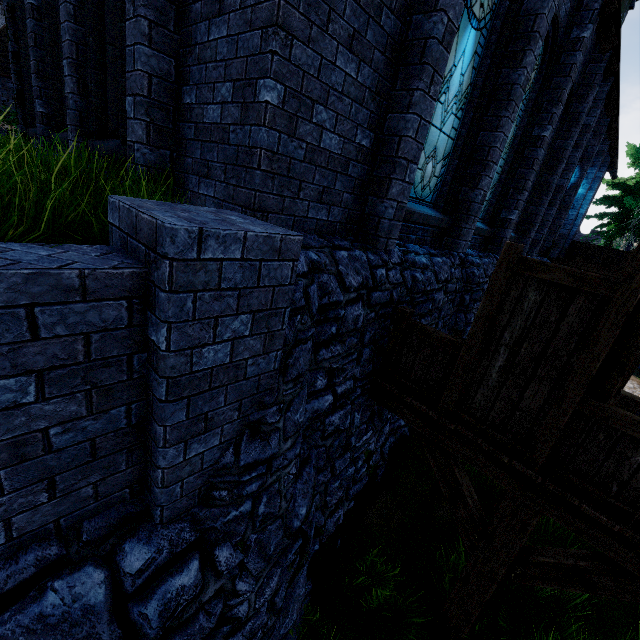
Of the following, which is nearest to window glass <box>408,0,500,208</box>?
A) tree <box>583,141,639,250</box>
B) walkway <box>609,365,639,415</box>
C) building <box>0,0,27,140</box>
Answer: building <box>0,0,27,140</box>

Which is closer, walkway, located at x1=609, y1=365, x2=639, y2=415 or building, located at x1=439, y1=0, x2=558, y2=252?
building, located at x1=439, y1=0, x2=558, y2=252

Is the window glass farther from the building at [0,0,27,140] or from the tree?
the tree

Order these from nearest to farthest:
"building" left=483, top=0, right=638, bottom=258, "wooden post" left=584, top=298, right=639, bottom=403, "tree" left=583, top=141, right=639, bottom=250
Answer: "wooden post" left=584, top=298, right=639, bottom=403
"building" left=483, top=0, right=638, bottom=258
"tree" left=583, top=141, right=639, bottom=250

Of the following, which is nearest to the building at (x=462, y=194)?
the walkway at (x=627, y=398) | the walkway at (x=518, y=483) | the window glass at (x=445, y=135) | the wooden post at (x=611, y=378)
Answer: the window glass at (x=445, y=135)

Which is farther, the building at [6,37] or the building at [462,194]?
the building at [6,37]

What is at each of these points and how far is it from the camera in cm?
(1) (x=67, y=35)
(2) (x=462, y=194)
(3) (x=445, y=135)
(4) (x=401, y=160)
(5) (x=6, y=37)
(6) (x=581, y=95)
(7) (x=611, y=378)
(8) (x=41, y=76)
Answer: (1) building, 509
(2) building, 631
(3) window glass, 537
(4) building, 396
(5) building, 1694
(6) building, 935
(7) wooden post, 300
(8) building, 705

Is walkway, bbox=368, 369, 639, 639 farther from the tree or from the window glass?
the tree
